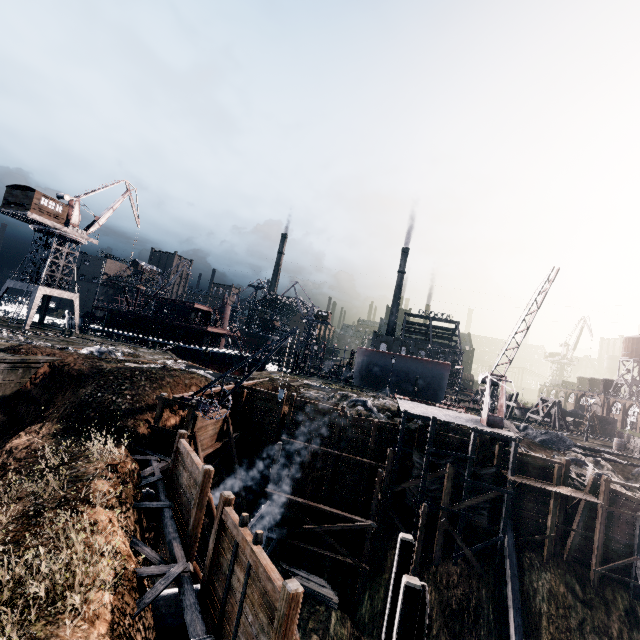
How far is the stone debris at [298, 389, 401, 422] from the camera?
29.8 meters

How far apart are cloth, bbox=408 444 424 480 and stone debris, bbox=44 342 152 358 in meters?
27.6 m

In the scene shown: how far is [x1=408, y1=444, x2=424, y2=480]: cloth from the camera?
25.23m

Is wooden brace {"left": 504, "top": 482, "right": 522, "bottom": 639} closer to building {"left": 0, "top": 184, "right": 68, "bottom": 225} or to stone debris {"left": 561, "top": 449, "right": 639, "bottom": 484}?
stone debris {"left": 561, "top": 449, "right": 639, "bottom": 484}

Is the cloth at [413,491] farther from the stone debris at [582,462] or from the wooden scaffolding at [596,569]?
the stone debris at [582,462]

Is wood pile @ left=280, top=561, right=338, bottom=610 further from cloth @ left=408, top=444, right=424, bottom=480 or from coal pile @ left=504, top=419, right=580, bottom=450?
coal pile @ left=504, top=419, right=580, bottom=450

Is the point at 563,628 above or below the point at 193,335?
below

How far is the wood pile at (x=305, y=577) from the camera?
21.0m
